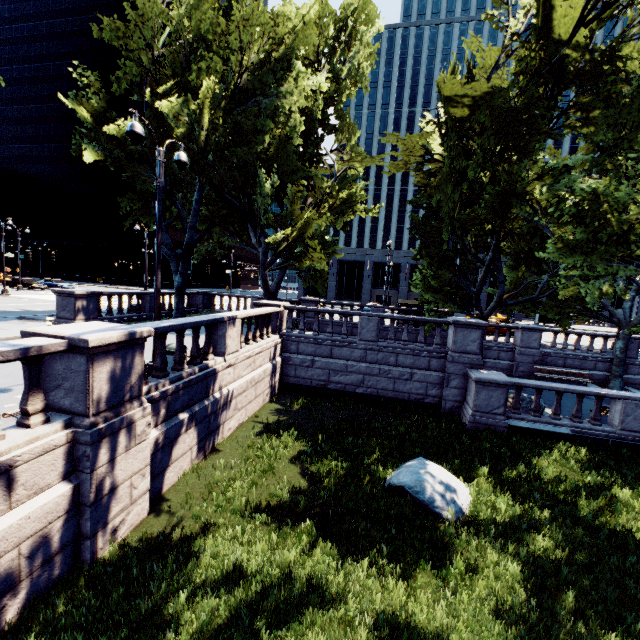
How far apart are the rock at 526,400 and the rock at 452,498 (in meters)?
6.10

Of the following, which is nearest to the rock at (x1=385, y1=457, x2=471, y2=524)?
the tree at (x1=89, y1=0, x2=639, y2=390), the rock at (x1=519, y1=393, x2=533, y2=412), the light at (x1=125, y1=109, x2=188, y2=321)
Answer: the rock at (x1=519, y1=393, x2=533, y2=412)

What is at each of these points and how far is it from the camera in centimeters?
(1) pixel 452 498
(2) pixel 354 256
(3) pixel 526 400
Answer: (1) rock, 781cm
(2) building, 5381cm
(3) rock, 1377cm

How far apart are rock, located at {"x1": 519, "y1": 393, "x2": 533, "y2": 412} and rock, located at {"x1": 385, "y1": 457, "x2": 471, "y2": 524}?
6.1m

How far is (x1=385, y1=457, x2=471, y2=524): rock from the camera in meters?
7.6 m

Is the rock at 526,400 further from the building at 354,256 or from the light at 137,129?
the building at 354,256

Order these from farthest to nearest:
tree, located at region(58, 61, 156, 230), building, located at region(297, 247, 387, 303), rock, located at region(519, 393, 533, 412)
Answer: building, located at region(297, 247, 387, 303), tree, located at region(58, 61, 156, 230), rock, located at region(519, 393, 533, 412)

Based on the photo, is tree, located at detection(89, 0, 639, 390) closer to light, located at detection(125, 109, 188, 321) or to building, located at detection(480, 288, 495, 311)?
light, located at detection(125, 109, 188, 321)
